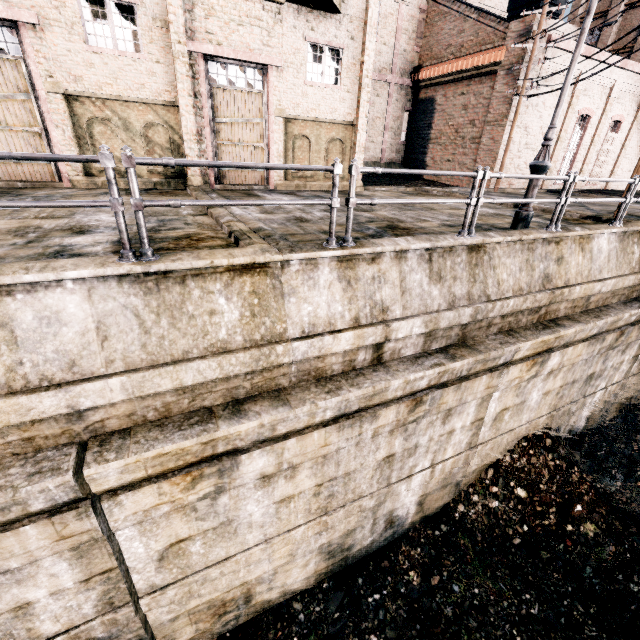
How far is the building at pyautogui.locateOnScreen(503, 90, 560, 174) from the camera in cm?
2033

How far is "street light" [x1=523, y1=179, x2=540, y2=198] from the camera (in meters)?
7.80

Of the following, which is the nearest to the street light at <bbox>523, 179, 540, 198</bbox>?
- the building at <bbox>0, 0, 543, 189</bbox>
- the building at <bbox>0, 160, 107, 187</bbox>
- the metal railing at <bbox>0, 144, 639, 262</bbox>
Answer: the metal railing at <bbox>0, 144, 639, 262</bbox>

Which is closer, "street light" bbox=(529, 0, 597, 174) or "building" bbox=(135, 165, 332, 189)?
"street light" bbox=(529, 0, 597, 174)

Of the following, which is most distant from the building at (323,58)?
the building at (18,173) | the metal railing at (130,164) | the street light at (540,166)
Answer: the street light at (540,166)

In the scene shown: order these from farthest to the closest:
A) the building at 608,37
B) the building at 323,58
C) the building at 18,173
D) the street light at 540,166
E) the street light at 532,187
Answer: the building at 608,37, the building at 18,173, the building at 323,58, the street light at 532,187, the street light at 540,166

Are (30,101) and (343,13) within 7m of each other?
no

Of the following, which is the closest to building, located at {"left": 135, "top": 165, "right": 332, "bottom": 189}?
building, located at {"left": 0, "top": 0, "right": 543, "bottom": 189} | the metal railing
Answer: building, located at {"left": 0, "top": 0, "right": 543, "bottom": 189}
